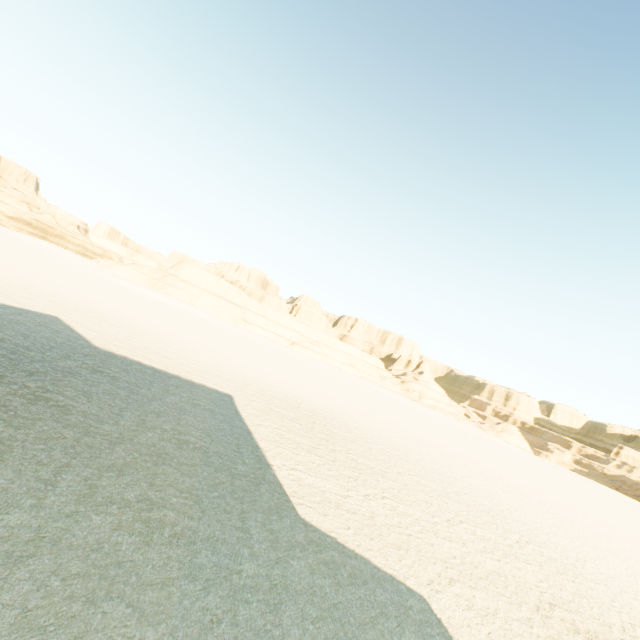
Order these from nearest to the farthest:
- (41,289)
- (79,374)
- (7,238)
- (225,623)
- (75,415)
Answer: (225,623) → (75,415) → (79,374) → (41,289) → (7,238)
